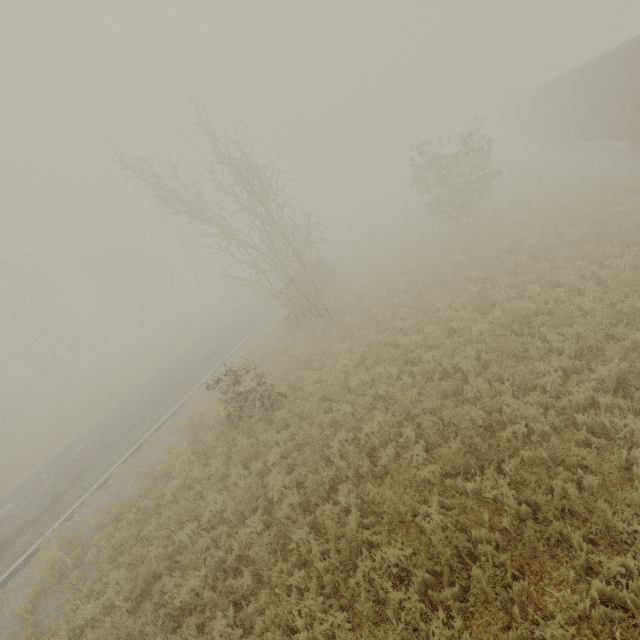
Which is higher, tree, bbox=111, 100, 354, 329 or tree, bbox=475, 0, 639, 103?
tree, bbox=475, 0, 639, 103

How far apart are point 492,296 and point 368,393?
6.0 meters

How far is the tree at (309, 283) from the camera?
13.16m

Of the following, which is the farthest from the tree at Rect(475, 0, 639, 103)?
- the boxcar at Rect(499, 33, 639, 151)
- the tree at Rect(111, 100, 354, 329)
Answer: the tree at Rect(111, 100, 354, 329)

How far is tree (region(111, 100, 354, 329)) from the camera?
13.2m

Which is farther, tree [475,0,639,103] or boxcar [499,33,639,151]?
tree [475,0,639,103]

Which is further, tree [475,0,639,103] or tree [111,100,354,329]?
tree [475,0,639,103]

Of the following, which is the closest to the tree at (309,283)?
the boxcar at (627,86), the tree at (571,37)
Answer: the boxcar at (627,86)
